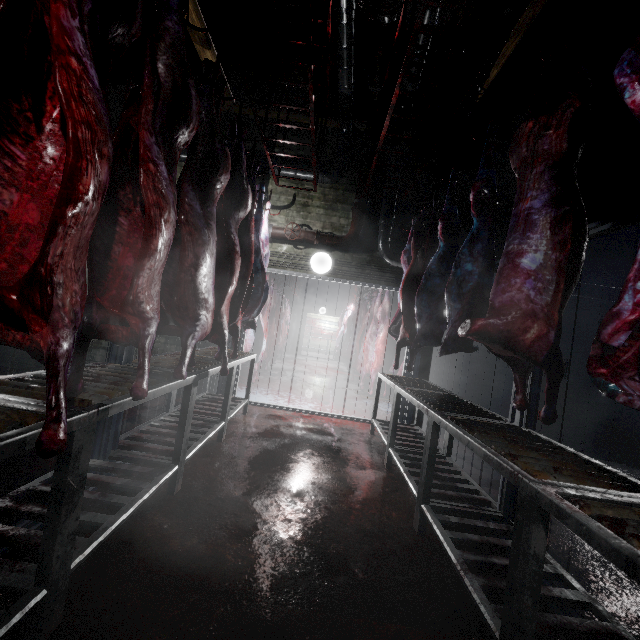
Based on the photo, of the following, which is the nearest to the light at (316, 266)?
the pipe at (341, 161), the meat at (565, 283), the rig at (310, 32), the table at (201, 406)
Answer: the pipe at (341, 161)

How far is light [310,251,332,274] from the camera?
4.6m

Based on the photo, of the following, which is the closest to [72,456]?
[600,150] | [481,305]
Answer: [481,305]

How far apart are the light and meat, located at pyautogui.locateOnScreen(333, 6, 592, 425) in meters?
2.3

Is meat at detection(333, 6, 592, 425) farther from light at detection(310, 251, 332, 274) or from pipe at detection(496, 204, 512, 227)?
light at detection(310, 251, 332, 274)

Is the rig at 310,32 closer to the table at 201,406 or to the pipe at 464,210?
the pipe at 464,210

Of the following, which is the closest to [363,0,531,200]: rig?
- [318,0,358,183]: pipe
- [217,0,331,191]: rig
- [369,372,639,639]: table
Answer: [318,0,358,183]: pipe

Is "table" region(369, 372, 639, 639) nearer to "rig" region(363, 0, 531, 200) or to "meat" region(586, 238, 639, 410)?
"meat" region(586, 238, 639, 410)
